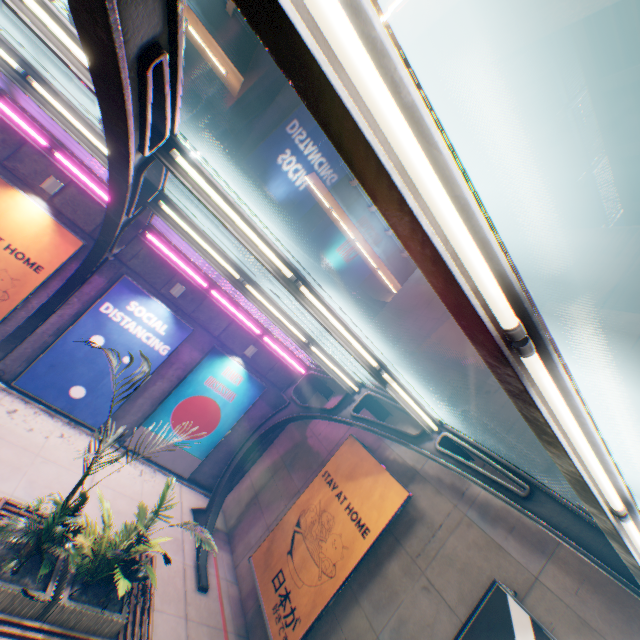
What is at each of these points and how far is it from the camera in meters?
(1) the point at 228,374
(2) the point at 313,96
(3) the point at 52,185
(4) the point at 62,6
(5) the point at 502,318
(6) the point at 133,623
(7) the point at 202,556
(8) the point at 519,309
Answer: (1) billboard, 11.7
(2) canopy, 1.1
(3) street lamp, 8.4
(4) building, 22.9
(5) street lamp, 1.6
(6) bench, 6.1
(7) canopy, 9.1
(8) canopy, 1.6

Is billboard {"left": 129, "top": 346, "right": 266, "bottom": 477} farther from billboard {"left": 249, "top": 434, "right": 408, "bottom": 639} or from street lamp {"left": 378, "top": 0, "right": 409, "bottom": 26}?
street lamp {"left": 378, "top": 0, "right": 409, "bottom": 26}

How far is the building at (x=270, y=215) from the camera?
31.04m

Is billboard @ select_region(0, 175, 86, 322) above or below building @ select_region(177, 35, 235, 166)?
below

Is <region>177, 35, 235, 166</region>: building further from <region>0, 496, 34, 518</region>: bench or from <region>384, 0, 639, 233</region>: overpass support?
<region>0, 496, 34, 518</region>: bench

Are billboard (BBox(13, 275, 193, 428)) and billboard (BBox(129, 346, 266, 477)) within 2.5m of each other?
yes

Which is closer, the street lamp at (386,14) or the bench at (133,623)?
the bench at (133,623)

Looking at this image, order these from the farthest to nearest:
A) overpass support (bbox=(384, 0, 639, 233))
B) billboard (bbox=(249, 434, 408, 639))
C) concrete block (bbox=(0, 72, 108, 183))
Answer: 1. concrete block (bbox=(0, 72, 108, 183))
2. billboard (bbox=(249, 434, 408, 639))
3. overpass support (bbox=(384, 0, 639, 233))
